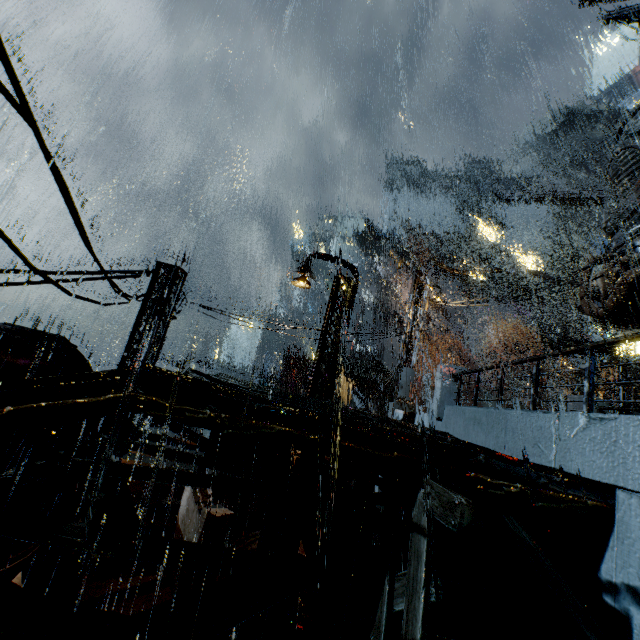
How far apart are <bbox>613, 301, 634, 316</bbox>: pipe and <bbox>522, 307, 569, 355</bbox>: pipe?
42.6m

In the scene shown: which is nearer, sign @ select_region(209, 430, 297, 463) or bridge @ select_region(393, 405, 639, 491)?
bridge @ select_region(393, 405, 639, 491)

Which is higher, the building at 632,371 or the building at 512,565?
the building at 632,371

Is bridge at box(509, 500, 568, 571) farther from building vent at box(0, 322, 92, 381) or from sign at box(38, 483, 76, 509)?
building vent at box(0, 322, 92, 381)

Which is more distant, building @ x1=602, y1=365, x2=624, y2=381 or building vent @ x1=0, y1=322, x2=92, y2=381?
building @ x1=602, y1=365, x2=624, y2=381

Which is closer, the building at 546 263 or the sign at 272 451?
the sign at 272 451

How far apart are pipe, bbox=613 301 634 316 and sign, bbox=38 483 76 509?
20.0 meters

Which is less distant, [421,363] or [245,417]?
[245,417]
